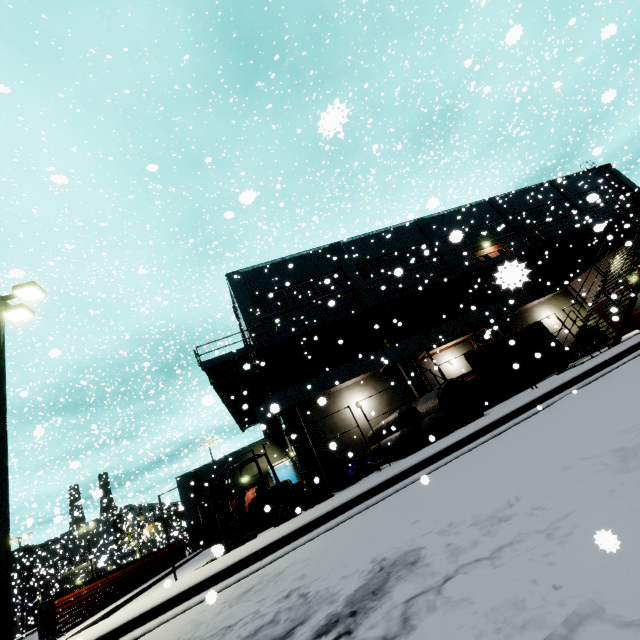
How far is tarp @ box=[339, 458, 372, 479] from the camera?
12.9 meters

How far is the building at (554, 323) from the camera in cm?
2300

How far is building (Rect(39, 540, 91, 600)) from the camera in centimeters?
3881cm

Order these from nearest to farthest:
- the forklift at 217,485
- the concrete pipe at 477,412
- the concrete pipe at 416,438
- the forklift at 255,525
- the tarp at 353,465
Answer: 1. the forklift at 255,525
2. the forklift at 217,485
3. the concrete pipe at 416,438
4. the tarp at 353,465
5. the concrete pipe at 477,412

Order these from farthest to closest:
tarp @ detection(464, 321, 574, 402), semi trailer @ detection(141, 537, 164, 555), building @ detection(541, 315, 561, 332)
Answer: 1. semi trailer @ detection(141, 537, 164, 555)
2. building @ detection(541, 315, 561, 332)
3. tarp @ detection(464, 321, 574, 402)

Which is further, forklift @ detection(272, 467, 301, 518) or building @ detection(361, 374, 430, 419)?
building @ detection(361, 374, 430, 419)

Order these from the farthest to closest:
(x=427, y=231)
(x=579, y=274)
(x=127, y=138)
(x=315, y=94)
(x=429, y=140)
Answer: (x=127, y=138) < (x=315, y=94) < (x=427, y=231) < (x=579, y=274) < (x=429, y=140)
